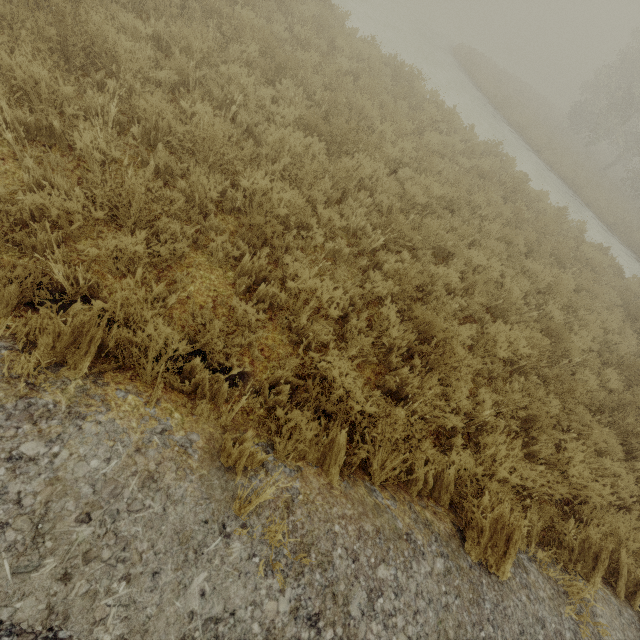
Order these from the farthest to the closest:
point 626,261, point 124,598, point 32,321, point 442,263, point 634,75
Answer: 1. point 634,75
2. point 626,261
3. point 442,263
4. point 32,321
5. point 124,598
